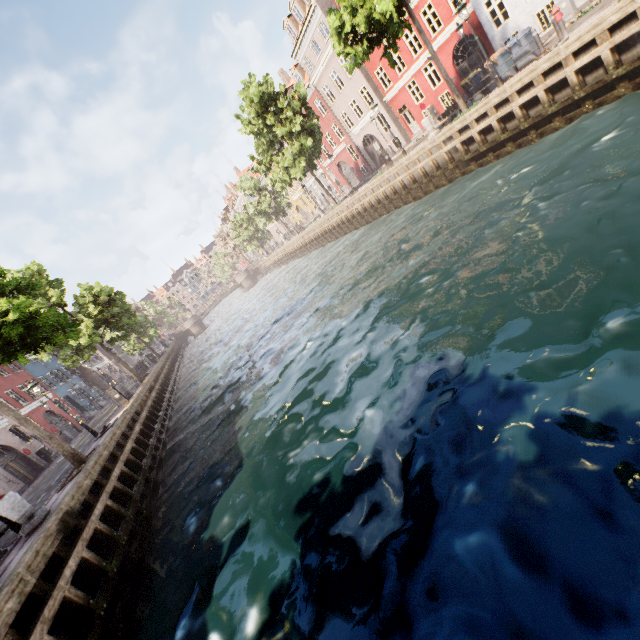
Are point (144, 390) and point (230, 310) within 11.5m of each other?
no

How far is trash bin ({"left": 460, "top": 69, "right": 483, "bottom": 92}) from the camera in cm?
1553

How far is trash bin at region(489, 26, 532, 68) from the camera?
13.20m

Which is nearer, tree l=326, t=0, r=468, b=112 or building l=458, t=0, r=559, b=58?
tree l=326, t=0, r=468, b=112

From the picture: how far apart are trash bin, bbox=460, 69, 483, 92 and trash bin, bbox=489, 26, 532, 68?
1.7 meters

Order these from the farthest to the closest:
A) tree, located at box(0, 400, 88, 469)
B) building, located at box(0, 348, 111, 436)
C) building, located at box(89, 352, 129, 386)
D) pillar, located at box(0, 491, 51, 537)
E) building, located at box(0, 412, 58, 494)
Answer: building, located at box(89, 352, 129, 386), building, located at box(0, 348, 111, 436), building, located at box(0, 412, 58, 494), tree, located at box(0, 400, 88, 469), pillar, located at box(0, 491, 51, 537)

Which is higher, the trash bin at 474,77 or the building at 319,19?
the building at 319,19

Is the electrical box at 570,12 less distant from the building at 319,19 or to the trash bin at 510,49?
the building at 319,19
